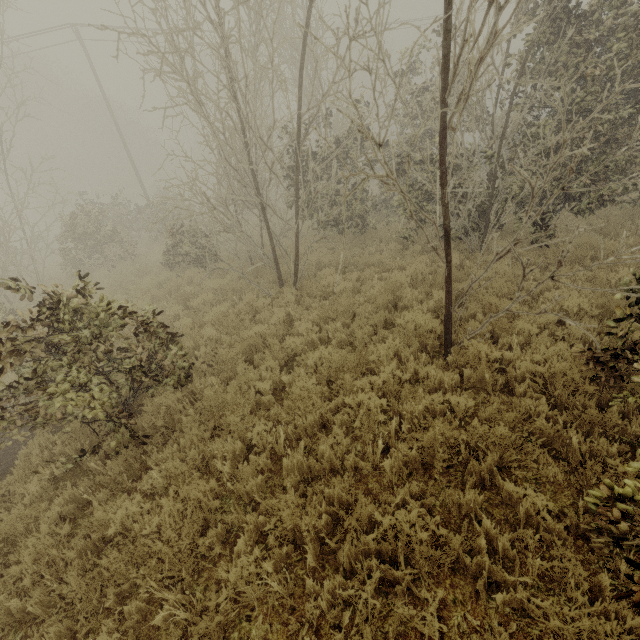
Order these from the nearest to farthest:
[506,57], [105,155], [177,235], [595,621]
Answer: [595,621], [506,57], [177,235], [105,155]
